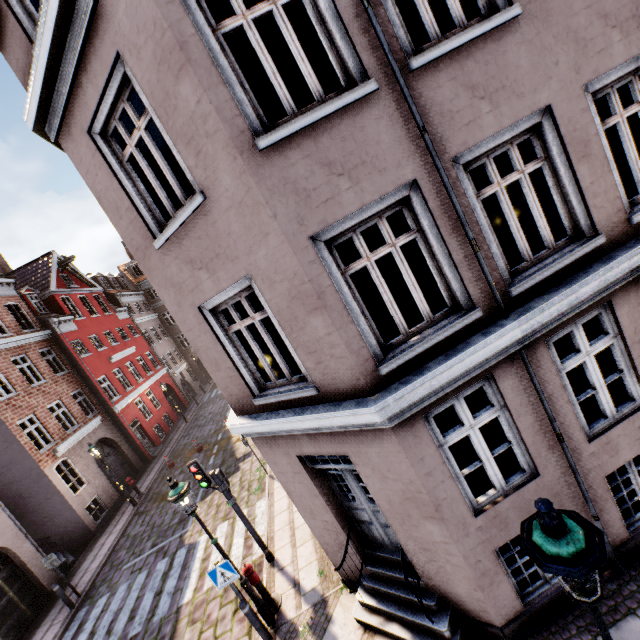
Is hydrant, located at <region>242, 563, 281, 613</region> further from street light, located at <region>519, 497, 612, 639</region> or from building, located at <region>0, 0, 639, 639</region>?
building, located at <region>0, 0, 639, 639</region>

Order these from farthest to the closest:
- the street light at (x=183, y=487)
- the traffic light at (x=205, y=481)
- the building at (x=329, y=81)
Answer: the traffic light at (x=205, y=481) → the street light at (x=183, y=487) → the building at (x=329, y=81)

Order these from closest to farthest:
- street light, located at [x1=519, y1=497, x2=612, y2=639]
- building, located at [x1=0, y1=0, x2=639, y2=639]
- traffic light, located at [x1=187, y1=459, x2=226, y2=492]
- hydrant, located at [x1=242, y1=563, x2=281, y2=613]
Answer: street light, located at [x1=519, y1=497, x2=612, y2=639], building, located at [x1=0, y1=0, x2=639, y2=639], hydrant, located at [x1=242, y1=563, x2=281, y2=613], traffic light, located at [x1=187, y1=459, x2=226, y2=492]

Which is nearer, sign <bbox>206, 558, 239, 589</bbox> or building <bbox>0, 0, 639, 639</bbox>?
building <bbox>0, 0, 639, 639</bbox>

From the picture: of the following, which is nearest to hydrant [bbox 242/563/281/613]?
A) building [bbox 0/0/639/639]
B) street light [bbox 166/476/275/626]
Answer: street light [bbox 166/476/275/626]

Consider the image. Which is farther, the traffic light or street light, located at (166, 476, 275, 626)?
the traffic light

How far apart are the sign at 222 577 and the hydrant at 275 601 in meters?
0.5 m

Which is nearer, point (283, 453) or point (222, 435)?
point (283, 453)
